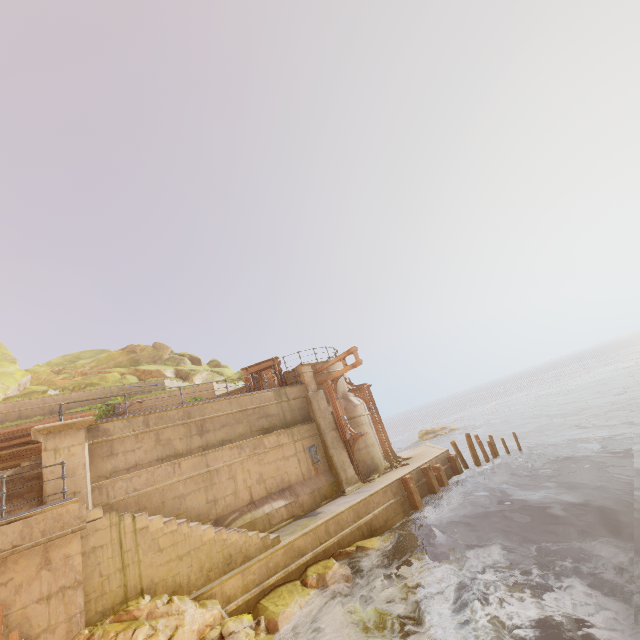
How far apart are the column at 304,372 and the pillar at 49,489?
9.8 meters

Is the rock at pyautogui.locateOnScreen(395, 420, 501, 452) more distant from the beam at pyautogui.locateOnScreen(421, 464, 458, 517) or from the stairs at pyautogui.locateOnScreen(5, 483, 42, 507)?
the stairs at pyautogui.locateOnScreen(5, 483, 42, 507)

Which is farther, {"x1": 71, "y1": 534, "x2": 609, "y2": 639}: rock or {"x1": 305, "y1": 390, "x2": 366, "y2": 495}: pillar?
{"x1": 305, "y1": 390, "x2": 366, "y2": 495}: pillar

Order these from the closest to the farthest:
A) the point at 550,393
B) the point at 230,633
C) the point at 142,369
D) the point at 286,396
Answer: A:
1. the point at 230,633
2. the point at 286,396
3. the point at 142,369
4. the point at 550,393

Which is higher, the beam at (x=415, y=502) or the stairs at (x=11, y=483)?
the stairs at (x=11, y=483)

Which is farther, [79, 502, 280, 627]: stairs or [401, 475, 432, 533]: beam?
[401, 475, 432, 533]: beam

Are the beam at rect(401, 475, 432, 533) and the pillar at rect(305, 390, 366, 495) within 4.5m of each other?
yes

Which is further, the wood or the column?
the wood
